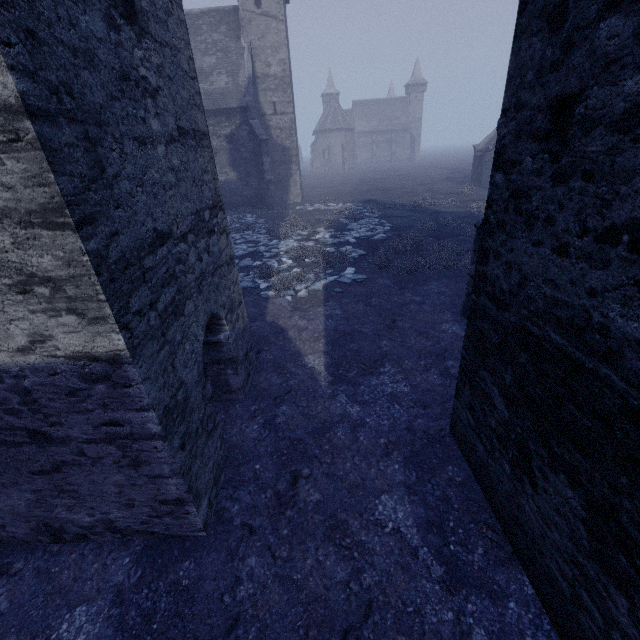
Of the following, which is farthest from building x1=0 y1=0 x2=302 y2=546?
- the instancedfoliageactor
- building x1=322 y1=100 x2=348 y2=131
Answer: building x1=322 y1=100 x2=348 y2=131

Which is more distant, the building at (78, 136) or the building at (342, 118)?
the building at (342, 118)

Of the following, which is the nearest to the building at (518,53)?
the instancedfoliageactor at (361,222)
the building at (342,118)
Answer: the instancedfoliageactor at (361,222)

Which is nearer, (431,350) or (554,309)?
(554,309)

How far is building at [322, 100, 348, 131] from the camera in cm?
5941

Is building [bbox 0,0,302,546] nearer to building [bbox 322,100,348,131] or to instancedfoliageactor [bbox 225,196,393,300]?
instancedfoliageactor [bbox 225,196,393,300]

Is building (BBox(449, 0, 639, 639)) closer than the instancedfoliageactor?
Yes
